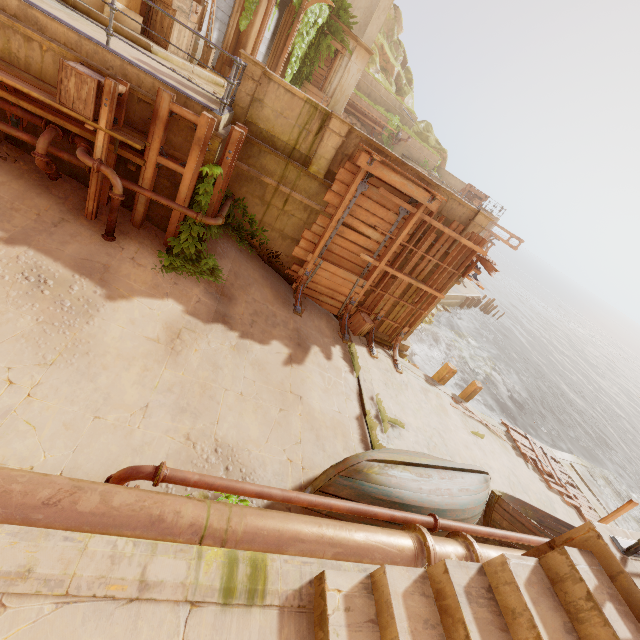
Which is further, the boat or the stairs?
the boat

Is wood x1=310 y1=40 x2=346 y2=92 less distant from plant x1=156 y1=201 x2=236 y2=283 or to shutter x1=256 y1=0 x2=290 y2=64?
shutter x1=256 y1=0 x2=290 y2=64

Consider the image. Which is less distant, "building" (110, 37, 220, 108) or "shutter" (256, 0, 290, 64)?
"building" (110, 37, 220, 108)

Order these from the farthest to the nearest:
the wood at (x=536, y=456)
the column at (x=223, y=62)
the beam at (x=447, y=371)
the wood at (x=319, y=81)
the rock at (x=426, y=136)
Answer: the rock at (x=426, y=136), the wood at (x=319, y=81), the beam at (x=447, y=371), the column at (x=223, y=62), the wood at (x=536, y=456)

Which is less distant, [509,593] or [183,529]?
[509,593]

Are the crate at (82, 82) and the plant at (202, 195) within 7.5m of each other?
yes

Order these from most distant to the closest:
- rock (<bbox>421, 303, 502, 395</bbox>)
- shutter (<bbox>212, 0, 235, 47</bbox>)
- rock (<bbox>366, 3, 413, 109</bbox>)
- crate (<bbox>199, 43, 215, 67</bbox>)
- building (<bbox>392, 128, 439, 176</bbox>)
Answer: rock (<bbox>366, 3, 413, 109</bbox>) < building (<bbox>392, 128, 439, 176</bbox>) < rock (<bbox>421, 303, 502, 395</bbox>) < shutter (<bbox>212, 0, 235, 47</bbox>) < crate (<bbox>199, 43, 215, 67</bbox>)

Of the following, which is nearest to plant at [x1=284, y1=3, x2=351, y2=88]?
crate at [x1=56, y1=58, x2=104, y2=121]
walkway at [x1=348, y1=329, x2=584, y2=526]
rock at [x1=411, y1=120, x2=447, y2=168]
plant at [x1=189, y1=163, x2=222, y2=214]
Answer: plant at [x1=189, y1=163, x2=222, y2=214]
